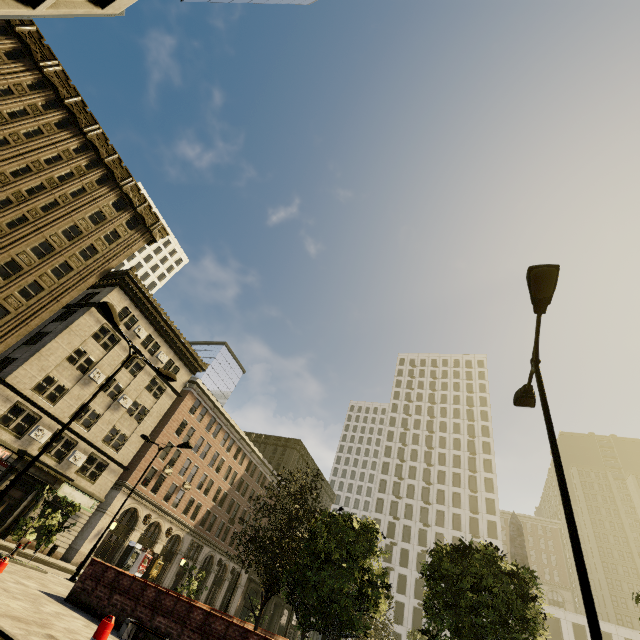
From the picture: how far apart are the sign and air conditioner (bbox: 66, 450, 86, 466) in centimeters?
128cm

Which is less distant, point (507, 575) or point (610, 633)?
point (507, 575)

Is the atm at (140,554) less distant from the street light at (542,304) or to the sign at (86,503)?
the sign at (86,503)

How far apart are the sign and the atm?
8.0m

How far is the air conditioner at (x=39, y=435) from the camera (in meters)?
25.56

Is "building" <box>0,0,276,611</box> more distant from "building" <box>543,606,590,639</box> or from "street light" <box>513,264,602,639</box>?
"building" <box>543,606,590,639</box>

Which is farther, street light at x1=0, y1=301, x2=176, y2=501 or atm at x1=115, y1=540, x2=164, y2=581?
atm at x1=115, y1=540, x2=164, y2=581

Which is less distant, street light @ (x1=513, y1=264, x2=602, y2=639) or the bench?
street light @ (x1=513, y1=264, x2=602, y2=639)
